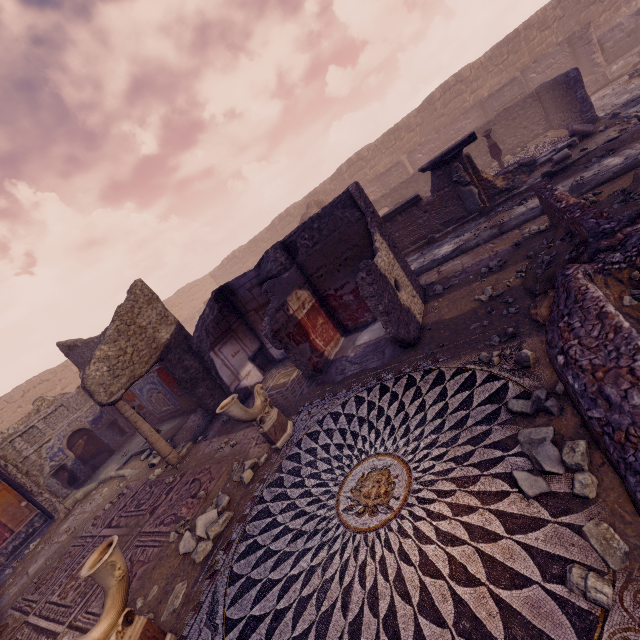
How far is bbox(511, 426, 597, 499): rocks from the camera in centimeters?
234cm

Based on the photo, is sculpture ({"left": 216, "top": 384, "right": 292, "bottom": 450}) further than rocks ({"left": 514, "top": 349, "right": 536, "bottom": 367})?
Yes

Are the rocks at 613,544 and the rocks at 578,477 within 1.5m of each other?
yes

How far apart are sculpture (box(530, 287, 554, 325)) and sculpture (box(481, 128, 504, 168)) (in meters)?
11.02

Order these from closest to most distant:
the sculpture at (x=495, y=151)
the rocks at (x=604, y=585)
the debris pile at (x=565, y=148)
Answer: the rocks at (x=604, y=585) → the debris pile at (x=565, y=148) → the sculpture at (x=495, y=151)

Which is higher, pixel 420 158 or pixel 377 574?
pixel 420 158

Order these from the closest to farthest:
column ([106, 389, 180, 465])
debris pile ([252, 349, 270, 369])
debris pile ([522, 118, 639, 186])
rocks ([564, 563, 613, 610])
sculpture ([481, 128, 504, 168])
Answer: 1. rocks ([564, 563, 613, 610])
2. column ([106, 389, 180, 465])
3. debris pile ([522, 118, 639, 186])
4. debris pile ([252, 349, 270, 369])
5. sculpture ([481, 128, 504, 168])

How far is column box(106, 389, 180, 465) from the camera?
7.1 meters
